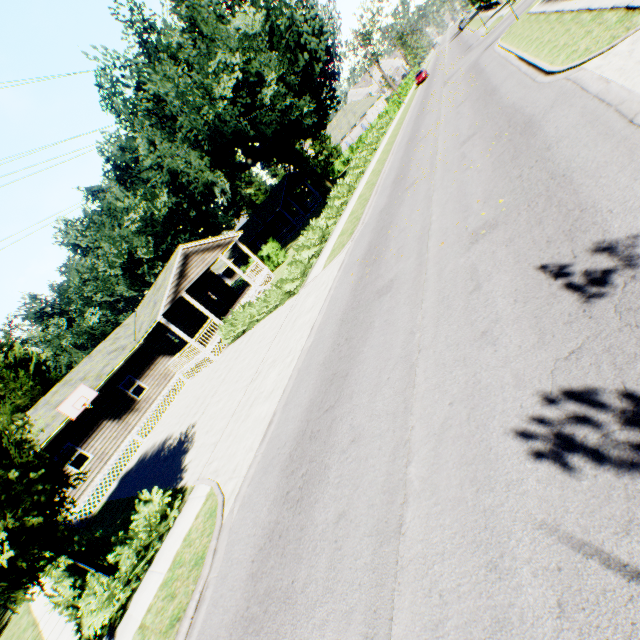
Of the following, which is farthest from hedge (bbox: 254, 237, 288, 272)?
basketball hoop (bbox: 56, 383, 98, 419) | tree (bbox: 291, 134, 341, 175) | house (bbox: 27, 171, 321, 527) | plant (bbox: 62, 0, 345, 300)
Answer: basketball hoop (bbox: 56, 383, 98, 419)

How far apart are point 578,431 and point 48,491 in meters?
10.3

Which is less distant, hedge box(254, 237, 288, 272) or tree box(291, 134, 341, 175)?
hedge box(254, 237, 288, 272)

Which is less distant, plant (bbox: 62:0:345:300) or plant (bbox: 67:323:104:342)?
plant (bbox: 62:0:345:300)

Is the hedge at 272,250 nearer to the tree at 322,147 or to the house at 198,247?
the tree at 322,147

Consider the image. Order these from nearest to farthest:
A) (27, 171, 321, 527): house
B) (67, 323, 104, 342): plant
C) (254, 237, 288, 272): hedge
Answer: (27, 171, 321, 527): house → (254, 237, 288, 272): hedge → (67, 323, 104, 342): plant

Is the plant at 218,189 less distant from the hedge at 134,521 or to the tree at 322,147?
the tree at 322,147

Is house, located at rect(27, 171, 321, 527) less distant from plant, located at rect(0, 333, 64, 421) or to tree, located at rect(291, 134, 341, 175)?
plant, located at rect(0, 333, 64, 421)
